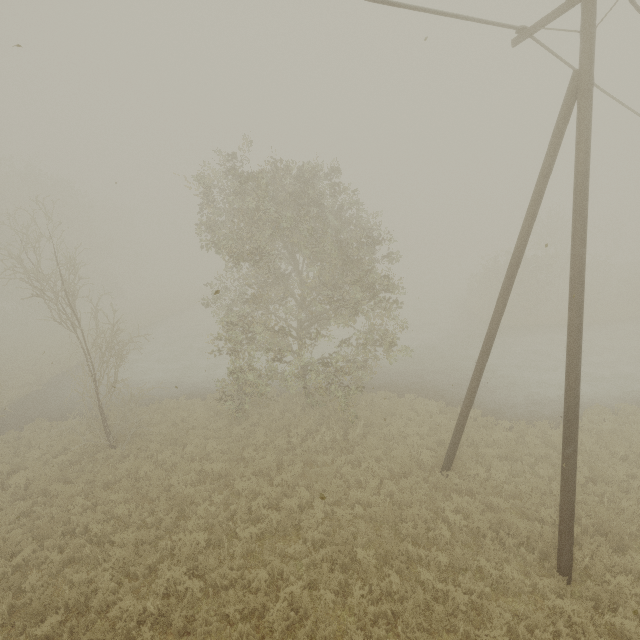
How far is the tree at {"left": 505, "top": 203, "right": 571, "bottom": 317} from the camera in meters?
27.9

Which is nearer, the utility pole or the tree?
the utility pole

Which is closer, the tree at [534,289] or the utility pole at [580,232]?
the utility pole at [580,232]

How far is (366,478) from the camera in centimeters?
1078cm

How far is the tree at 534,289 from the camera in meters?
27.9
